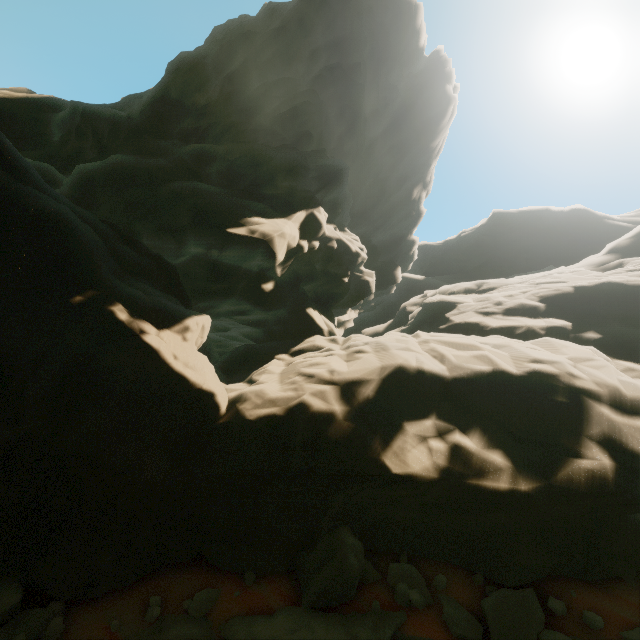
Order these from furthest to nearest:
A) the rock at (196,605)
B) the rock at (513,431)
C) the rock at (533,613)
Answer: the rock at (513,431)
the rock at (196,605)
the rock at (533,613)

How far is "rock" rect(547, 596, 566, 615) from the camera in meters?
6.1

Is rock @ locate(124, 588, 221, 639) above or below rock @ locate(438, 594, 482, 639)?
below

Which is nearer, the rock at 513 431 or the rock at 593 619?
the rock at 593 619

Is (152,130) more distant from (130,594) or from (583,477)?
(583,477)

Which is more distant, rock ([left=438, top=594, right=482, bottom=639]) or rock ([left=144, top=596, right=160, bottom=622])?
rock ([left=144, top=596, right=160, bottom=622])

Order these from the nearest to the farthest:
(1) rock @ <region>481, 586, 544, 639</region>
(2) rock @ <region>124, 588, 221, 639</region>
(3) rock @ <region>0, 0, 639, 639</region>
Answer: (1) rock @ <region>481, 586, 544, 639</region> < (2) rock @ <region>124, 588, 221, 639</region> < (3) rock @ <region>0, 0, 639, 639</region>
